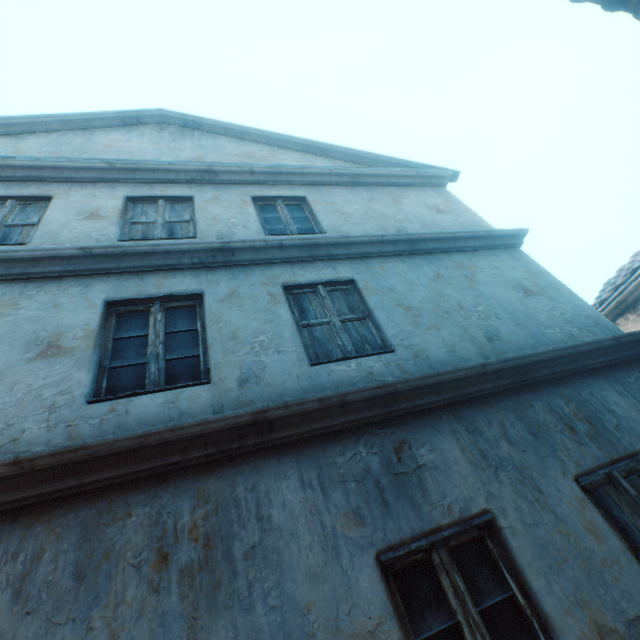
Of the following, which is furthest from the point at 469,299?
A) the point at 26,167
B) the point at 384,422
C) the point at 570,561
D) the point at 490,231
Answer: the point at 26,167
